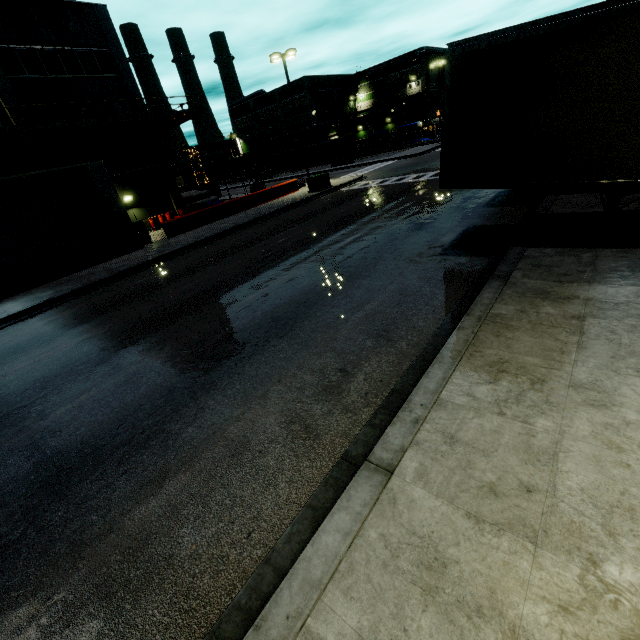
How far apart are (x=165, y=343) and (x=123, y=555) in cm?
510

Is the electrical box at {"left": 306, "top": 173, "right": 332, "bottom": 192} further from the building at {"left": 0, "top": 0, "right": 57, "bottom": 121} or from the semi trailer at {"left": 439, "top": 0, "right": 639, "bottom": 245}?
the building at {"left": 0, "top": 0, "right": 57, "bottom": 121}

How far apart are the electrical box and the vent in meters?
17.7

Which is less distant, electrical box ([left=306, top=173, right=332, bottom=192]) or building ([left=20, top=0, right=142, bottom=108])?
building ([left=20, top=0, right=142, bottom=108])

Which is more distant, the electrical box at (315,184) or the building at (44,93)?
the electrical box at (315,184)

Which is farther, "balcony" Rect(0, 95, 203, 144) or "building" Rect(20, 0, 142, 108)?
"building" Rect(20, 0, 142, 108)

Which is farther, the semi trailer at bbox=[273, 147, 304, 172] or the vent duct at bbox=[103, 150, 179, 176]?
the semi trailer at bbox=[273, 147, 304, 172]

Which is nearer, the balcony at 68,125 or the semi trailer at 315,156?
the balcony at 68,125
